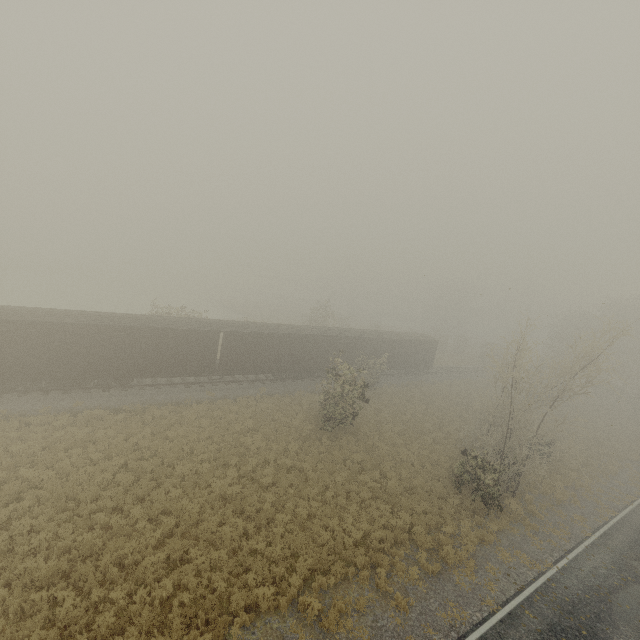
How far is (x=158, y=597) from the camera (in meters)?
10.20
